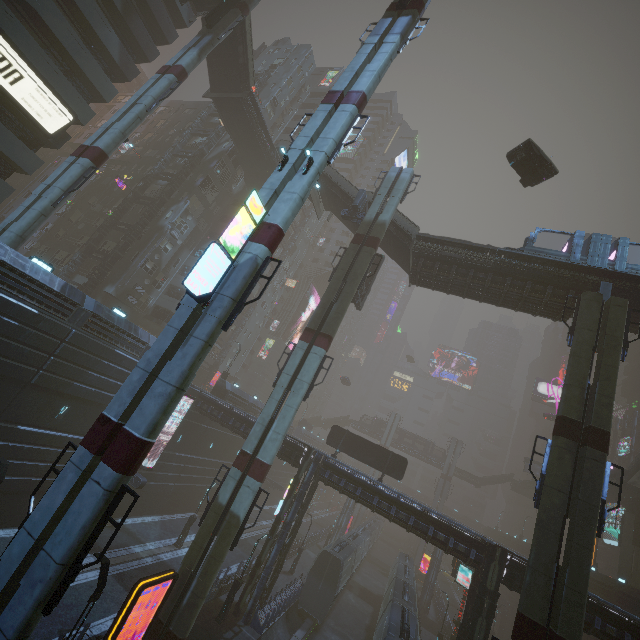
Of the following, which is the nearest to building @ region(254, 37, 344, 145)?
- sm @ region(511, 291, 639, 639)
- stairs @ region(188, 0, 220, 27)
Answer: sm @ region(511, 291, 639, 639)

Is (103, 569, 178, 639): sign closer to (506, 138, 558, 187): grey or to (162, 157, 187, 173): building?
(162, 157, 187, 173): building

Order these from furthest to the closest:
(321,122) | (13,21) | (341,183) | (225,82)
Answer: (225,82), (341,183), (13,21), (321,122)

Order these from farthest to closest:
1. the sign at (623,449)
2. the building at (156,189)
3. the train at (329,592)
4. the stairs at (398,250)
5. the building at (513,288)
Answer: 1. the sign at (623,449)
2. the building at (156,189)
3. the train at (329,592)
4. the stairs at (398,250)
5. the building at (513,288)

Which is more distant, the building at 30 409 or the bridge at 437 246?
the bridge at 437 246

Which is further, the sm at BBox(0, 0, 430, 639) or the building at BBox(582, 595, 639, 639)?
the building at BBox(582, 595, 639, 639)

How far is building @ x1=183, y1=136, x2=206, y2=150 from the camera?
40.97m
